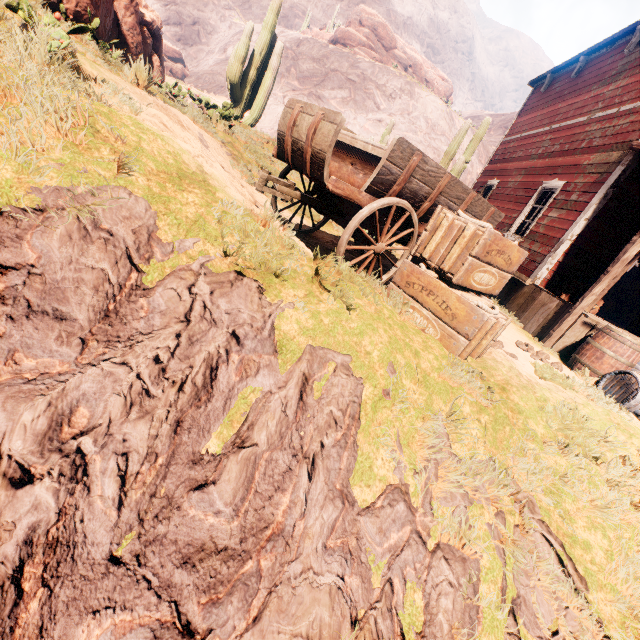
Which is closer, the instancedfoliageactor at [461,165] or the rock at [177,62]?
the instancedfoliageactor at [461,165]

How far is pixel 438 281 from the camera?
3.2m

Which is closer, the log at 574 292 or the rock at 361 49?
the log at 574 292

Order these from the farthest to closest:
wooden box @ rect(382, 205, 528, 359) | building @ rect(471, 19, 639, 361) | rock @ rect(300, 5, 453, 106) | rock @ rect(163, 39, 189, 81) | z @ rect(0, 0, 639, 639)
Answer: rock @ rect(300, 5, 453, 106), rock @ rect(163, 39, 189, 81), building @ rect(471, 19, 639, 361), wooden box @ rect(382, 205, 528, 359), z @ rect(0, 0, 639, 639)

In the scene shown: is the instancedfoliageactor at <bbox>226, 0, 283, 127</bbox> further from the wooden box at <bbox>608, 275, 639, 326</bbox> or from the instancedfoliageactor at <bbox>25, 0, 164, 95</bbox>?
the wooden box at <bbox>608, 275, 639, 326</bbox>

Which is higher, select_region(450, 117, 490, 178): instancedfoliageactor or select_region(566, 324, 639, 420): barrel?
select_region(450, 117, 490, 178): instancedfoliageactor

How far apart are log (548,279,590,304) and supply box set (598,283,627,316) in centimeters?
828cm

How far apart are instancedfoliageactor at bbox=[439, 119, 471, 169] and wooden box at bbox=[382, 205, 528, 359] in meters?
9.3 m
